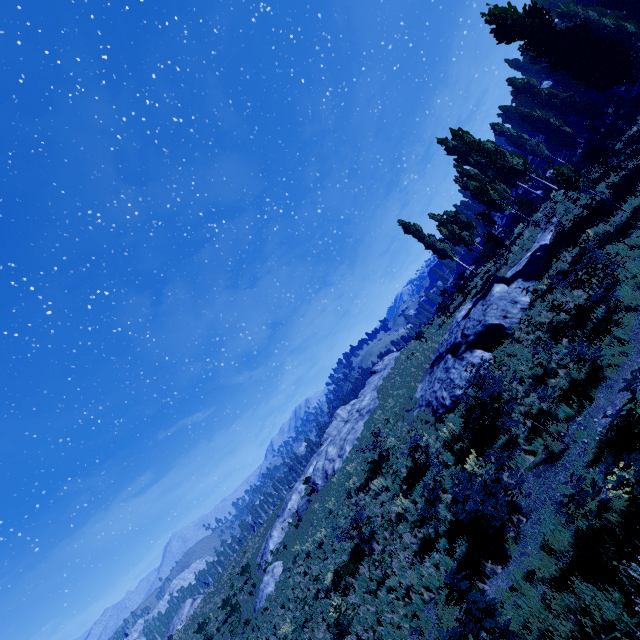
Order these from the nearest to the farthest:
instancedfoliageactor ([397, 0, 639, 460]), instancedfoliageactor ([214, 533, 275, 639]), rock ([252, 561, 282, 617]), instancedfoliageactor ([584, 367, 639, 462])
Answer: instancedfoliageactor ([584, 367, 639, 462]) → instancedfoliageactor ([397, 0, 639, 460]) → instancedfoliageactor ([214, 533, 275, 639]) → rock ([252, 561, 282, 617])

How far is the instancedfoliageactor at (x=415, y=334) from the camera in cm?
2933

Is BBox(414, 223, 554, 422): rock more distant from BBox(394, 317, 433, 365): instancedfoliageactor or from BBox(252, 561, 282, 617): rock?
BBox(252, 561, 282, 617): rock

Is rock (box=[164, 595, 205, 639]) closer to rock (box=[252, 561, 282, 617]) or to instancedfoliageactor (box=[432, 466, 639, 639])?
instancedfoliageactor (box=[432, 466, 639, 639])

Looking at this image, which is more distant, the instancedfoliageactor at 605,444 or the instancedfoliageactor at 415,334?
the instancedfoliageactor at 415,334

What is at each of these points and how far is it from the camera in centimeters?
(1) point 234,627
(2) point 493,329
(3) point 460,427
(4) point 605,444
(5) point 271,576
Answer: (1) instancedfoliageactor, 2361cm
(2) rock, 1678cm
(3) instancedfoliageactor, 1488cm
(4) instancedfoliageactor, 786cm
(5) rock, 2350cm

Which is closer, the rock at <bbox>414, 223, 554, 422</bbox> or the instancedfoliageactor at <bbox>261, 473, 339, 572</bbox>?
the rock at <bbox>414, 223, 554, 422</bbox>

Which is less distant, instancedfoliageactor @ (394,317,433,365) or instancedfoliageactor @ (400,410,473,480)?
instancedfoliageactor @ (400,410,473,480)
